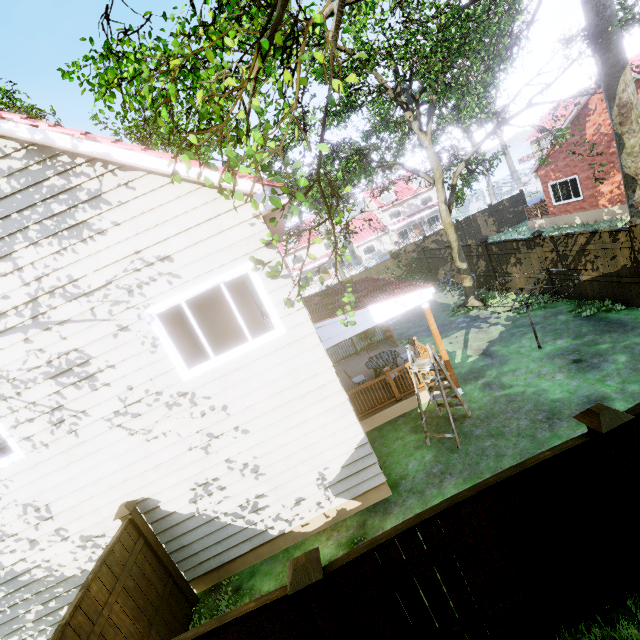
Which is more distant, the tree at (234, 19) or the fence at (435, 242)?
the fence at (435, 242)

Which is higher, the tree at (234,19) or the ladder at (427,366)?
the tree at (234,19)

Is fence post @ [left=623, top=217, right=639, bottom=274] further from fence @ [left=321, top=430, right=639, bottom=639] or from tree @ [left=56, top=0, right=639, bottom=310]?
tree @ [left=56, top=0, right=639, bottom=310]

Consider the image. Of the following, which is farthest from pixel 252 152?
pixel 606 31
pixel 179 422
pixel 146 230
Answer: pixel 606 31

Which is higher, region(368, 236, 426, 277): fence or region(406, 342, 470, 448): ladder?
region(368, 236, 426, 277): fence

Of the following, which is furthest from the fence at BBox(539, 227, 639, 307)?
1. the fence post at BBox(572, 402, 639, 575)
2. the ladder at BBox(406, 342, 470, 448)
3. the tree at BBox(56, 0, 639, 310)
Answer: the ladder at BBox(406, 342, 470, 448)

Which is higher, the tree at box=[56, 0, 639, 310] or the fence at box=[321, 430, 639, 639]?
the tree at box=[56, 0, 639, 310]

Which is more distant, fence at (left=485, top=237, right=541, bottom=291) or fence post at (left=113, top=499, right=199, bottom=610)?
fence at (left=485, top=237, right=541, bottom=291)
